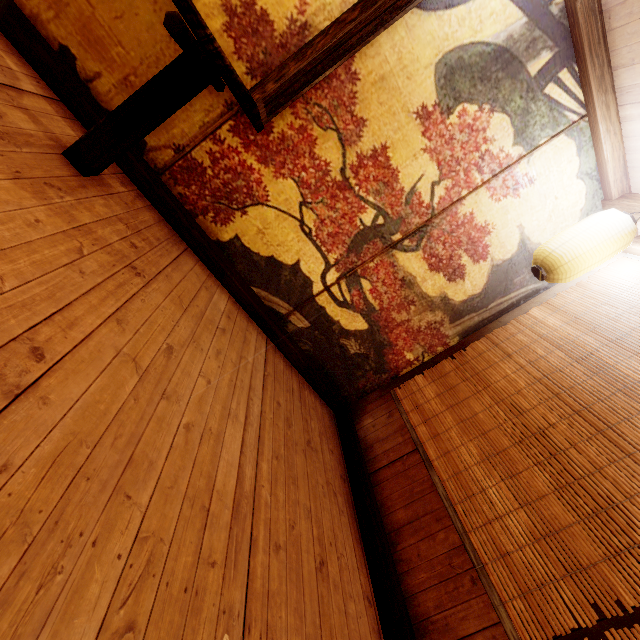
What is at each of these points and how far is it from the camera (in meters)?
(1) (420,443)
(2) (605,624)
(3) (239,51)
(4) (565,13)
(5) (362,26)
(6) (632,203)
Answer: (1) blind, 4.37
(2) building, 2.39
(3) building, 3.46
(4) building, 3.63
(5) wood partition, 2.64
(6) wood bar, 4.21

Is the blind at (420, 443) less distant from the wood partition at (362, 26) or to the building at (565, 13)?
the building at (565, 13)

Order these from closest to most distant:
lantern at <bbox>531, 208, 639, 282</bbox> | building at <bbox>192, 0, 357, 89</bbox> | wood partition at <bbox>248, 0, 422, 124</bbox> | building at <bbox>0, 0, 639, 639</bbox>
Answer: building at <bbox>0, 0, 639, 639</bbox>, wood partition at <bbox>248, 0, 422, 124</bbox>, building at <bbox>192, 0, 357, 89</bbox>, lantern at <bbox>531, 208, 639, 282</bbox>

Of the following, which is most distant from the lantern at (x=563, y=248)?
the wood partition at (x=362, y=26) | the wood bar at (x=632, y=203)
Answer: the wood partition at (x=362, y=26)

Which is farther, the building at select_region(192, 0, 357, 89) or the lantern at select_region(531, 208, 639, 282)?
the lantern at select_region(531, 208, 639, 282)

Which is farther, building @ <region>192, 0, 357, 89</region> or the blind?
building @ <region>192, 0, 357, 89</region>

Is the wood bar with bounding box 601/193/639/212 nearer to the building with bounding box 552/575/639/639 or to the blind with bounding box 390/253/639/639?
the building with bounding box 552/575/639/639
